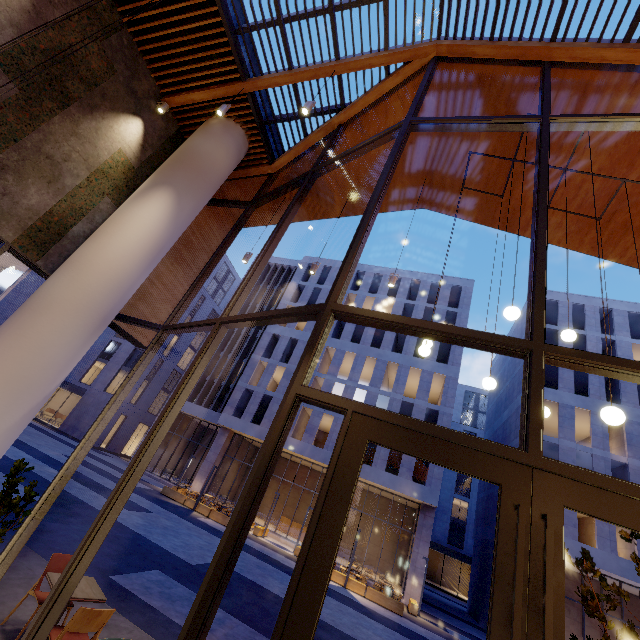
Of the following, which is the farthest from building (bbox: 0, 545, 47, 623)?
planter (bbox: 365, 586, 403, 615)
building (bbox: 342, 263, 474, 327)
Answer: building (bbox: 342, 263, 474, 327)

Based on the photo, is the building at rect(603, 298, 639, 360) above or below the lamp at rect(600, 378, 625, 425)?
above

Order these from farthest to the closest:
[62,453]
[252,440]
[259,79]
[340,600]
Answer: [252,440] → [62,453] → [340,600] → [259,79]

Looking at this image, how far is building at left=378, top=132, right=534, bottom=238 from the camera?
7.50m

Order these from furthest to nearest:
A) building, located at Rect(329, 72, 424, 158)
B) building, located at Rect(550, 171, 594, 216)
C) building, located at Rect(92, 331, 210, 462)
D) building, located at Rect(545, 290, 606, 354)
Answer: building, located at Rect(92, 331, 210, 462), building, located at Rect(545, 290, 606, 354), building, located at Rect(329, 72, 424, 158), building, located at Rect(550, 171, 594, 216)

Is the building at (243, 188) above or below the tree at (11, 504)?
above

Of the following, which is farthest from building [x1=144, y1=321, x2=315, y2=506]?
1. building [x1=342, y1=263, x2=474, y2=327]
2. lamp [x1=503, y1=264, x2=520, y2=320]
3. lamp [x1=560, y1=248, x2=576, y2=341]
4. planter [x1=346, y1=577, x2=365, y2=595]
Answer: lamp [x1=503, y1=264, x2=520, y2=320]

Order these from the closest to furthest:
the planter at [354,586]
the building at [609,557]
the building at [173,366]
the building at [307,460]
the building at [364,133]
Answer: the building at [364,133], the planter at [354,586], the building at [609,557], the building at [307,460], the building at [173,366]
